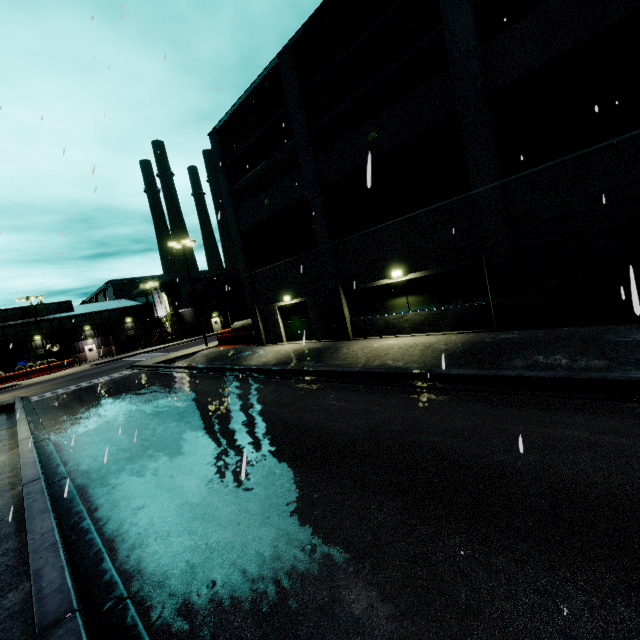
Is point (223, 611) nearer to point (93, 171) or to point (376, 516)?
point (376, 516)

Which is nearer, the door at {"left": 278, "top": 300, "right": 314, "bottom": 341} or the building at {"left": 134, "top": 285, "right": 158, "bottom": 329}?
the door at {"left": 278, "top": 300, "right": 314, "bottom": 341}

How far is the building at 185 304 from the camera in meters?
52.0

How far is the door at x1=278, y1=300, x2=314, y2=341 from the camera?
19.5m

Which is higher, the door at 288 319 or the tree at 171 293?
the tree at 171 293

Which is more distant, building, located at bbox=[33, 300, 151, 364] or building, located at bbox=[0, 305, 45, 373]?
building, located at bbox=[33, 300, 151, 364]

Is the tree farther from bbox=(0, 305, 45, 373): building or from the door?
the door

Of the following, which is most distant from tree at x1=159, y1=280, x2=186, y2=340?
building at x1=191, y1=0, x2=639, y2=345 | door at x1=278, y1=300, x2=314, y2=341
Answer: door at x1=278, y1=300, x2=314, y2=341
